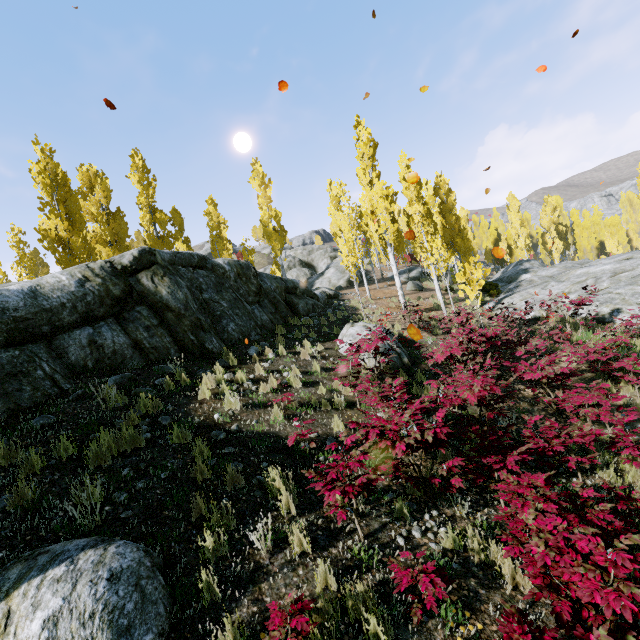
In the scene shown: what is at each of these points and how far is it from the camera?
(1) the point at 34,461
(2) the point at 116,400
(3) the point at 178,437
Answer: (1) instancedfoliageactor, 4.44m
(2) instancedfoliageactor, 6.17m
(3) instancedfoliageactor, 5.48m

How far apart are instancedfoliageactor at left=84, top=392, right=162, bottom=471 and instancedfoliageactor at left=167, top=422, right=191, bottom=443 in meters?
0.4

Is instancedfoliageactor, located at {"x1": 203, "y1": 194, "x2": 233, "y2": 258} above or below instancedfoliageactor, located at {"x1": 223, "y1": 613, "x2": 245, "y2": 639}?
above

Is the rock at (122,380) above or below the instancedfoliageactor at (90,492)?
above

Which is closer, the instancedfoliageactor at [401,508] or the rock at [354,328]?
the instancedfoliageactor at [401,508]

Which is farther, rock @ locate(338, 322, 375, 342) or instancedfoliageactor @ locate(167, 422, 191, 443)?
rock @ locate(338, 322, 375, 342)

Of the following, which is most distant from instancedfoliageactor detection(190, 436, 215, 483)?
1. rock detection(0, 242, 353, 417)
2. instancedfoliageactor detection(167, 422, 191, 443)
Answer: instancedfoliageactor detection(167, 422, 191, 443)

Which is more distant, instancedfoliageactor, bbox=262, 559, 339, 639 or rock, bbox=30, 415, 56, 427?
rock, bbox=30, 415, 56, 427
